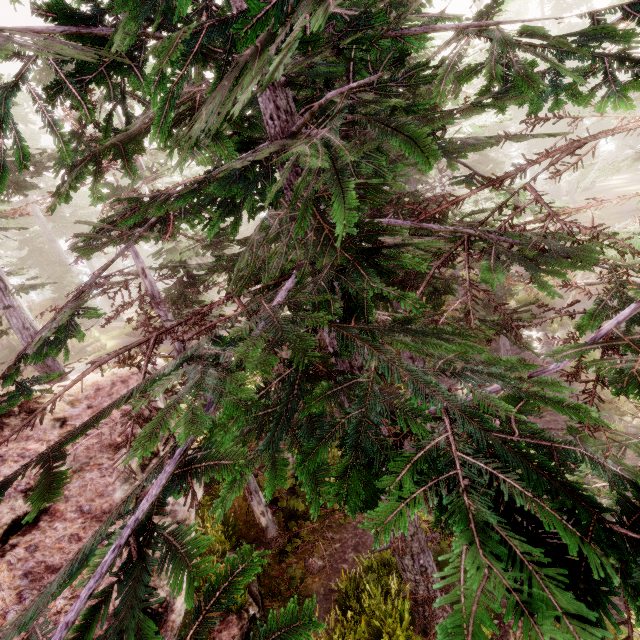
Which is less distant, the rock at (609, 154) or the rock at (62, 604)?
the rock at (62, 604)

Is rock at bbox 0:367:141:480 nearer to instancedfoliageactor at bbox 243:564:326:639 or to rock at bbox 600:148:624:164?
instancedfoliageactor at bbox 243:564:326:639

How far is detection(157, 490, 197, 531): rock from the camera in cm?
498

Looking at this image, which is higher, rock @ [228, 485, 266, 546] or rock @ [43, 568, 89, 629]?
rock @ [43, 568, 89, 629]

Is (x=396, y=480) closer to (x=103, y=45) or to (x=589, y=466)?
(x=103, y=45)

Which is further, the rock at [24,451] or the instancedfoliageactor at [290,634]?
the rock at [24,451]
